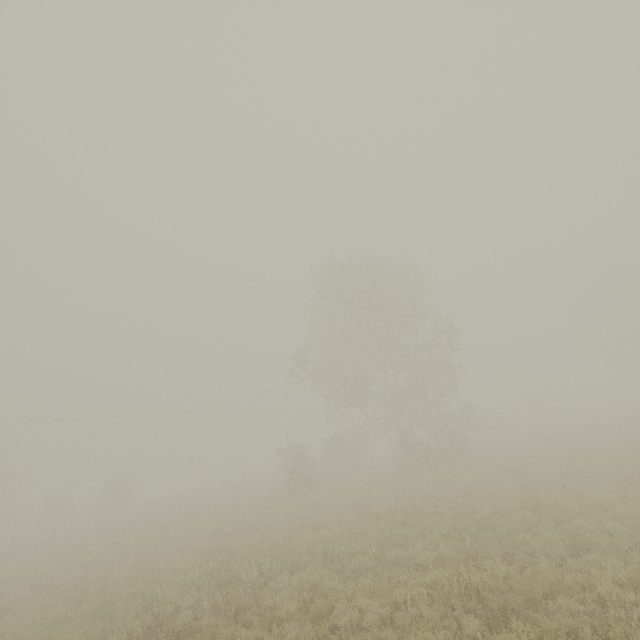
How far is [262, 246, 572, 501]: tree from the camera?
23.25m

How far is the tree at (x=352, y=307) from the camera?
23.25m

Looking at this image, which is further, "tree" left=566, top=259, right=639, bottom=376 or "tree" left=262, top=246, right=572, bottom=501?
"tree" left=566, top=259, right=639, bottom=376

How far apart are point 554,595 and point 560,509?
4.6 meters

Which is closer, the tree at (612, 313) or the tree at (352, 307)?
the tree at (352, 307)
